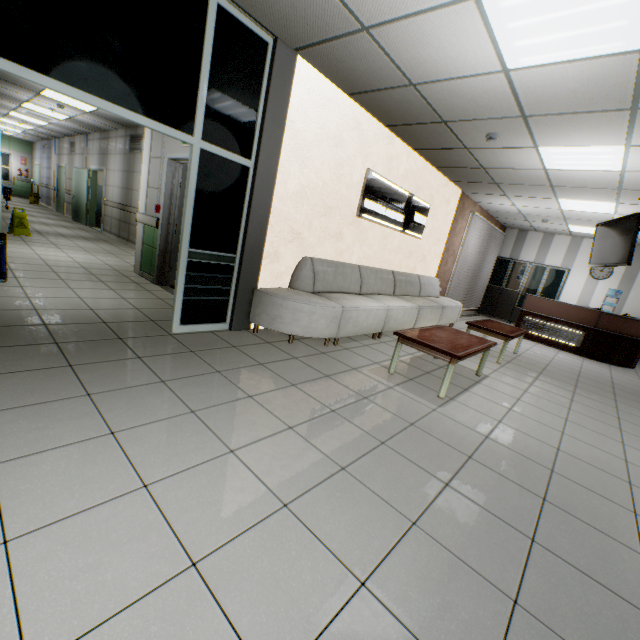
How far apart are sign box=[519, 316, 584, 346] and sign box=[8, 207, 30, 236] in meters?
12.5

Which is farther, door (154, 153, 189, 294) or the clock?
the clock

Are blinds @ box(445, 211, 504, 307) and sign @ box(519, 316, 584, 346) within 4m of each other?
yes

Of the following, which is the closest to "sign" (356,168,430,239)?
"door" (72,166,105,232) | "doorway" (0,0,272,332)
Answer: "doorway" (0,0,272,332)

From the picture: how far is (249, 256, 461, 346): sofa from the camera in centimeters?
404cm

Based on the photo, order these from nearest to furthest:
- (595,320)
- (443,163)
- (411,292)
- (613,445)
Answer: (613,445) → (443,163) → (411,292) → (595,320)

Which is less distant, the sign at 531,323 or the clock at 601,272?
the sign at 531,323

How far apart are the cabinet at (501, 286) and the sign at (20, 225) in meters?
13.6
